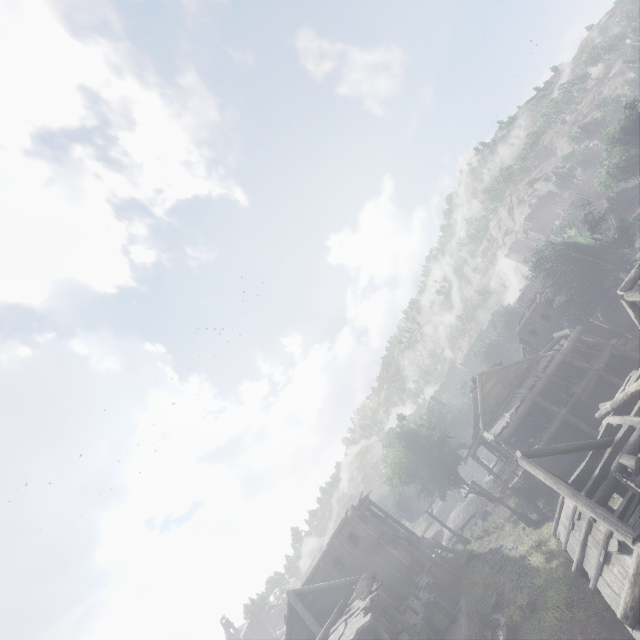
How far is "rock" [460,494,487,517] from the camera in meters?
39.7

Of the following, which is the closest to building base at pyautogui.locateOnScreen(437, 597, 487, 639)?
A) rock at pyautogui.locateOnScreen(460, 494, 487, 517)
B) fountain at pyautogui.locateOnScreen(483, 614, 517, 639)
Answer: fountain at pyautogui.locateOnScreen(483, 614, 517, 639)

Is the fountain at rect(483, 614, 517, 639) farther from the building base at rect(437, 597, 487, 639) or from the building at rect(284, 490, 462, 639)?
the building at rect(284, 490, 462, 639)

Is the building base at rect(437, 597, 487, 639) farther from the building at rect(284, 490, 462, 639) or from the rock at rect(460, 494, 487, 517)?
the rock at rect(460, 494, 487, 517)

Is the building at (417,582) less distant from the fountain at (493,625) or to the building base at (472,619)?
the building base at (472,619)

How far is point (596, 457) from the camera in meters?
17.3

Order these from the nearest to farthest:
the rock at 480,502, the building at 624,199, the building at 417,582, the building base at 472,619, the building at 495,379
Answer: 1. the building at 495,379
2. the building at 417,582
3. the building base at 472,619
4. the rock at 480,502
5. the building at 624,199

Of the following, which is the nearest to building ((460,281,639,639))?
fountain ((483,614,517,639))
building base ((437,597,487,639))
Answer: building base ((437,597,487,639))
